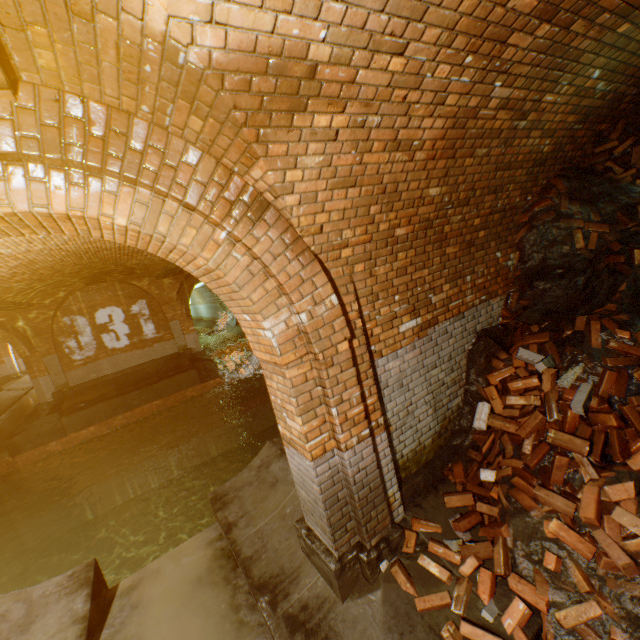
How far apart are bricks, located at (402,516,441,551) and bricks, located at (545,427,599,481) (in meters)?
0.14

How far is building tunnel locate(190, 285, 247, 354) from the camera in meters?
19.6 m

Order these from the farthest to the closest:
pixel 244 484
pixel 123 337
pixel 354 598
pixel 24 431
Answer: pixel 123 337 < pixel 24 431 < pixel 244 484 < pixel 354 598

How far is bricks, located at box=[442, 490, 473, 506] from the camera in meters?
3.6

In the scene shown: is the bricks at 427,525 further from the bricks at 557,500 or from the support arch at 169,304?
the support arch at 169,304

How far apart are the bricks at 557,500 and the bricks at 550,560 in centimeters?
14cm

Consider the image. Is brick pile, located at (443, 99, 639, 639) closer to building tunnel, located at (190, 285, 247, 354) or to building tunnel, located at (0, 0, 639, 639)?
building tunnel, located at (0, 0, 639, 639)

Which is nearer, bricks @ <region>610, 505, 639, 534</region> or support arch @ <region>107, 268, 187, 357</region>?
bricks @ <region>610, 505, 639, 534</region>
